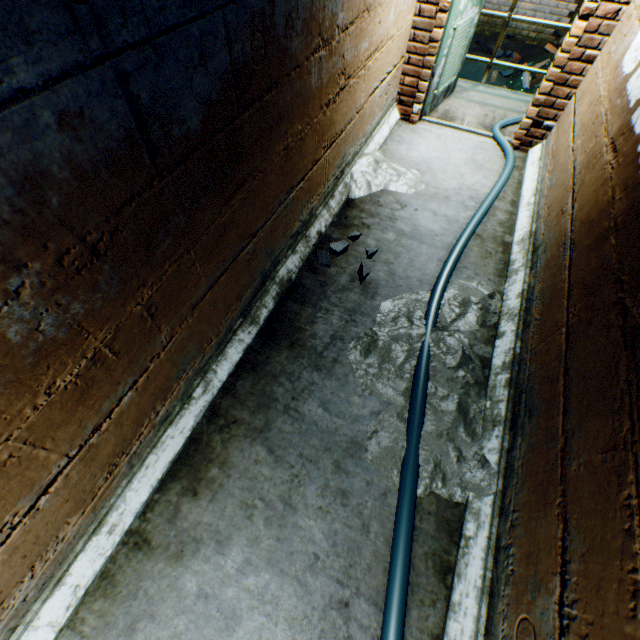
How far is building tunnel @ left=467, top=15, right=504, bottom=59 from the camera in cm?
630

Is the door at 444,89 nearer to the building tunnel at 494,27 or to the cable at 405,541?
the building tunnel at 494,27

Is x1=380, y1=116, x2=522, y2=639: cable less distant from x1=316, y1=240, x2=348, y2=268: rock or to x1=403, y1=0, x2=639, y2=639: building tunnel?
x1=403, y1=0, x2=639, y2=639: building tunnel

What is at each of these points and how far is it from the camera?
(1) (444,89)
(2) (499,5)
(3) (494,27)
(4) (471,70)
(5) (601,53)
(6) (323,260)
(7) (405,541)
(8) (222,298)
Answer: (1) door, 4.03m
(2) building tunnel, 6.10m
(3) building tunnel, 6.35m
(4) building tunnel, 6.58m
(5) building tunnel, 2.77m
(6) rock, 2.56m
(7) cable, 1.53m
(8) building tunnel, 1.77m

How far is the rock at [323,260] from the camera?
2.5 meters

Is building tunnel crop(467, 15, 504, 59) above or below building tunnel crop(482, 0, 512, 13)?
below

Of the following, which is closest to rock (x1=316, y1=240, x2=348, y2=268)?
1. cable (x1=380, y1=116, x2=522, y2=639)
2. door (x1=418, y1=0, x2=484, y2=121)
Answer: cable (x1=380, y1=116, x2=522, y2=639)

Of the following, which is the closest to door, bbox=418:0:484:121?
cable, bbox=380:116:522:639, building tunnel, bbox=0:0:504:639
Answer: building tunnel, bbox=0:0:504:639
